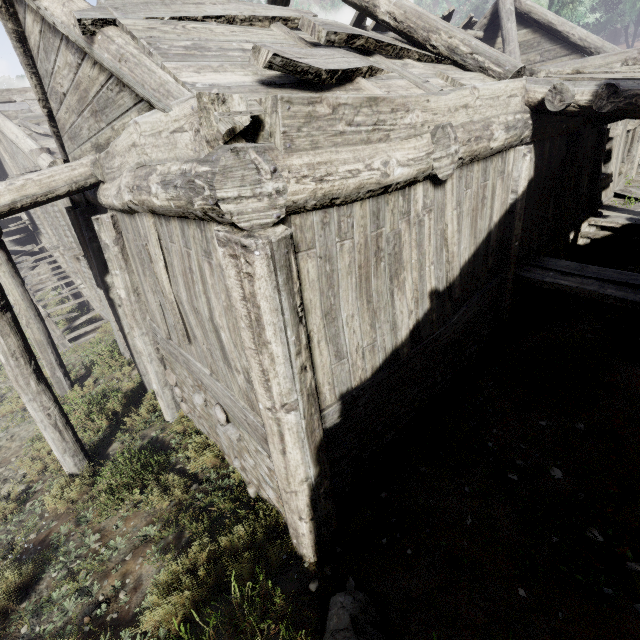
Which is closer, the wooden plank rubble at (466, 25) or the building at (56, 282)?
the building at (56, 282)

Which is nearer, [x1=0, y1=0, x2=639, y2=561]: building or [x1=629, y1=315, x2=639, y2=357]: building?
[x1=0, y1=0, x2=639, y2=561]: building

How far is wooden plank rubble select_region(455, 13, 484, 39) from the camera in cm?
1068

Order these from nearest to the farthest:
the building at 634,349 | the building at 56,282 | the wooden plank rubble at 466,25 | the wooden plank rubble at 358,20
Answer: the building at 56,282
the building at 634,349
the wooden plank rubble at 358,20
the wooden plank rubble at 466,25

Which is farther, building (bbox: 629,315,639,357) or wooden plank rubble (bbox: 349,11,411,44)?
wooden plank rubble (bbox: 349,11,411,44)

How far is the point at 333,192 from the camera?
2.7m

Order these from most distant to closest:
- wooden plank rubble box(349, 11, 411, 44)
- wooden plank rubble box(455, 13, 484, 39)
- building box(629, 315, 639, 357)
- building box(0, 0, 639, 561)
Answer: wooden plank rubble box(455, 13, 484, 39) < wooden plank rubble box(349, 11, 411, 44) < building box(629, 315, 639, 357) < building box(0, 0, 639, 561)
